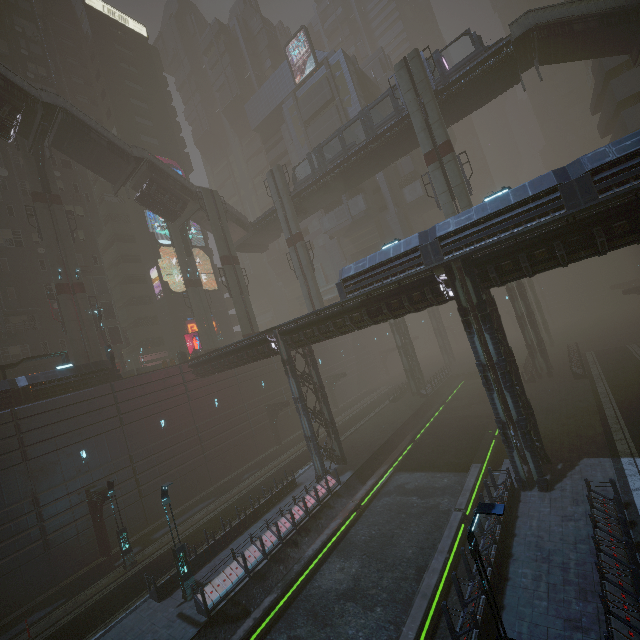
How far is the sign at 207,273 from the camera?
48.0 meters

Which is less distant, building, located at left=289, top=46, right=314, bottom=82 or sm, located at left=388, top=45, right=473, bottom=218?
sm, located at left=388, top=45, right=473, bottom=218

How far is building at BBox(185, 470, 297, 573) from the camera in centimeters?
1809cm

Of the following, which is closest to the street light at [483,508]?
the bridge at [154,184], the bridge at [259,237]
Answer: the bridge at [259,237]

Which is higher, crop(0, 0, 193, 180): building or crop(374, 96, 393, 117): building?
crop(0, 0, 193, 180): building

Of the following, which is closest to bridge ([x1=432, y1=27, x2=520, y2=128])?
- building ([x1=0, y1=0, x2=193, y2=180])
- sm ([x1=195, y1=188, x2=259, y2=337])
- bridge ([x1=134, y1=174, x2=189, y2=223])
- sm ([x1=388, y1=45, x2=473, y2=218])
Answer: sm ([x1=388, y1=45, x2=473, y2=218])

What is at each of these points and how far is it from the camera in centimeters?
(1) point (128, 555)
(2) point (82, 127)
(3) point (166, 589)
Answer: (1) street light, 2030cm
(2) stairs, 2881cm
(3) building, 1645cm

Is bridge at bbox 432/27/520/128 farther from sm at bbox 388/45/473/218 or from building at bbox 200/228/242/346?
building at bbox 200/228/242/346
